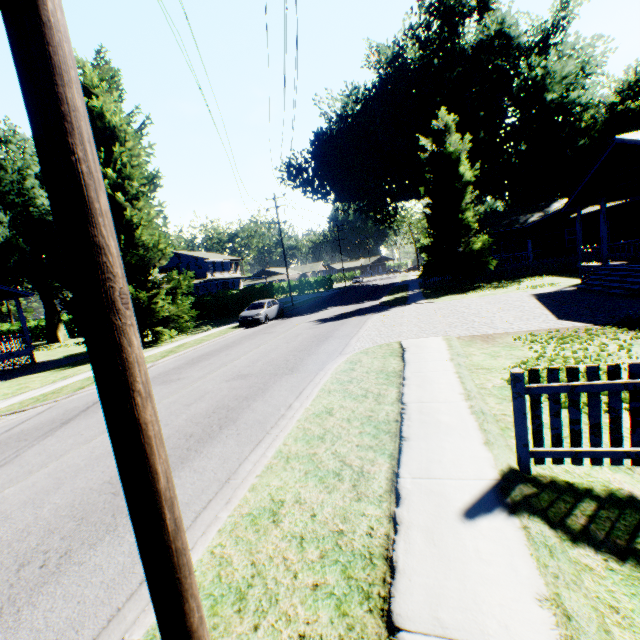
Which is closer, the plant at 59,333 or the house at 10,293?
the house at 10,293

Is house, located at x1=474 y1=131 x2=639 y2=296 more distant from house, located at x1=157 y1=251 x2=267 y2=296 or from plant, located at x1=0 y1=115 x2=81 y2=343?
house, located at x1=157 y1=251 x2=267 y2=296

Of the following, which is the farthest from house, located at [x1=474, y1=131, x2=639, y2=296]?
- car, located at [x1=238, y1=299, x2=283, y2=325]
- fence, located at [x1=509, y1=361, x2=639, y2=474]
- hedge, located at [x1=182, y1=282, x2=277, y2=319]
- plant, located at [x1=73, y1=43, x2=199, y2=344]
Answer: plant, located at [x1=73, y1=43, x2=199, y2=344]

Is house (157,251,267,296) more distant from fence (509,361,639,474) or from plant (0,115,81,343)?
fence (509,361,639,474)

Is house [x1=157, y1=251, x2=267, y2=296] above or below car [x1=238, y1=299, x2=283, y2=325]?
above

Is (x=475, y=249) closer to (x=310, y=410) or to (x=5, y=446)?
(x=310, y=410)

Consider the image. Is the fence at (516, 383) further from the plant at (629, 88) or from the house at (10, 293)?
the house at (10, 293)

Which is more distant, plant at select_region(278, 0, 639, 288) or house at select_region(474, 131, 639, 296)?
plant at select_region(278, 0, 639, 288)
